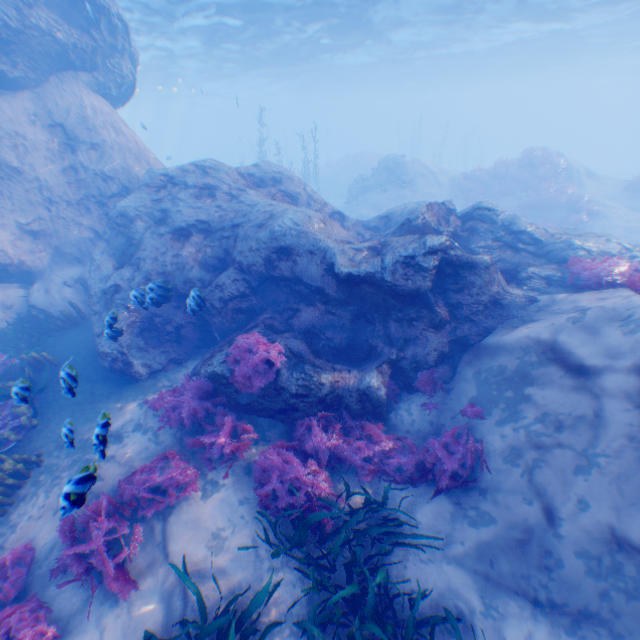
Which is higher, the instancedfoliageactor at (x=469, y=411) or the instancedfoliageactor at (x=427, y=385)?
the instancedfoliageactor at (x=469, y=411)

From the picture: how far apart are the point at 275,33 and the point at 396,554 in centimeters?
2955cm

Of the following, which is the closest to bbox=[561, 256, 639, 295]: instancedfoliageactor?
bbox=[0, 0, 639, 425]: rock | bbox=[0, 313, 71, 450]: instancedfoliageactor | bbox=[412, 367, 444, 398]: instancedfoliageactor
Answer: bbox=[0, 0, 639, 425]: rock

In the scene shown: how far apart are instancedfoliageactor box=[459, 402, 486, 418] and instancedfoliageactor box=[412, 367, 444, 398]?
0.49m

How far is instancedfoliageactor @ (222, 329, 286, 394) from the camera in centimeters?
667cm

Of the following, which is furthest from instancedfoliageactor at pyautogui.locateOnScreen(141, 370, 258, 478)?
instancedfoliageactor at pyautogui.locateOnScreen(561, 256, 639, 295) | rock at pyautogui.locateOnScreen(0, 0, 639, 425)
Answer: instancedfoliageactor at pyautogui.locateOnScreen(561, 256, 639, 295)

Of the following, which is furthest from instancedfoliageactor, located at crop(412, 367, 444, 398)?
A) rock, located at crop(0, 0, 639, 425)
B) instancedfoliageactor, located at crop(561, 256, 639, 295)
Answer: instancedfoliageactor, located at crop(561, 256, 639, 295)

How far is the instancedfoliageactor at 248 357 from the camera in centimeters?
667cm
